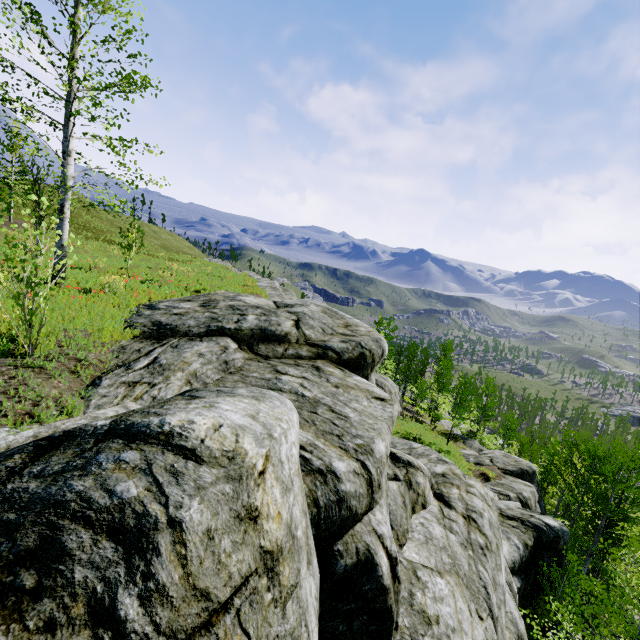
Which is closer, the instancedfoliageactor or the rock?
the rock

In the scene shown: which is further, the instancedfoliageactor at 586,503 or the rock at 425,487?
the instancedfoliageactor at 586,503

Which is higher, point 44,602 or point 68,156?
point 68,156
